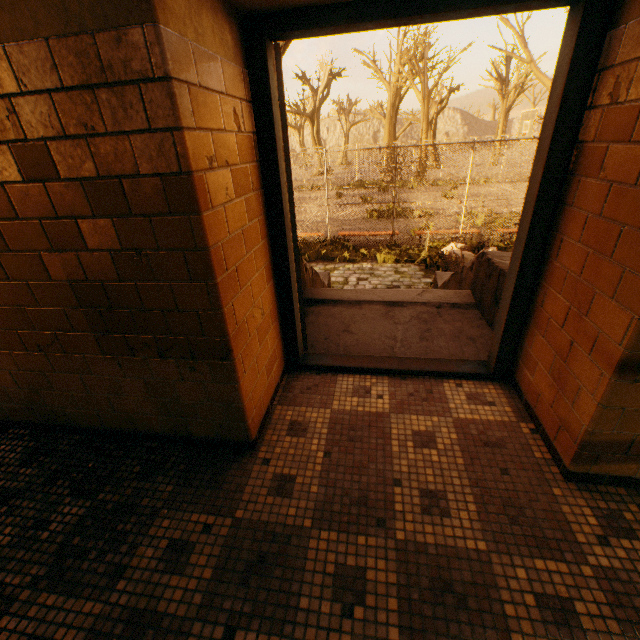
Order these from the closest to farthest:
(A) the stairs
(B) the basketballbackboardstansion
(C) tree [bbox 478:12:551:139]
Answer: (A) the stairs → (B) the basketballbackboardstansion → (C) tree [bbox 478:12:551:139]

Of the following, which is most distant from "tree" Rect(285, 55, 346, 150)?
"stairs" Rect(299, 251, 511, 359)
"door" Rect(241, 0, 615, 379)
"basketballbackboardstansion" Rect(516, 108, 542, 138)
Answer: "door" Rect(241, 0, 615, 379)

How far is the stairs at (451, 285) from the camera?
2.94m

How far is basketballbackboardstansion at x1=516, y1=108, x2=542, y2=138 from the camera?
13.8m

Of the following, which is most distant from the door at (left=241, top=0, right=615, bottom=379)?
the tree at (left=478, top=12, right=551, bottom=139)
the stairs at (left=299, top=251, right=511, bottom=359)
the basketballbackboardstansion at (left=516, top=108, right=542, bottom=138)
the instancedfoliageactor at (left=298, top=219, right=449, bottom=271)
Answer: the basketballbackboardstansion at (left=516, top=108, right=542, bottom=138)

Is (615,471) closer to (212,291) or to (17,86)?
(212,291)

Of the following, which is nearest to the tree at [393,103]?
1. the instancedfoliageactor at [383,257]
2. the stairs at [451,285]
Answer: the instancedfoliageactor at [383,257]
